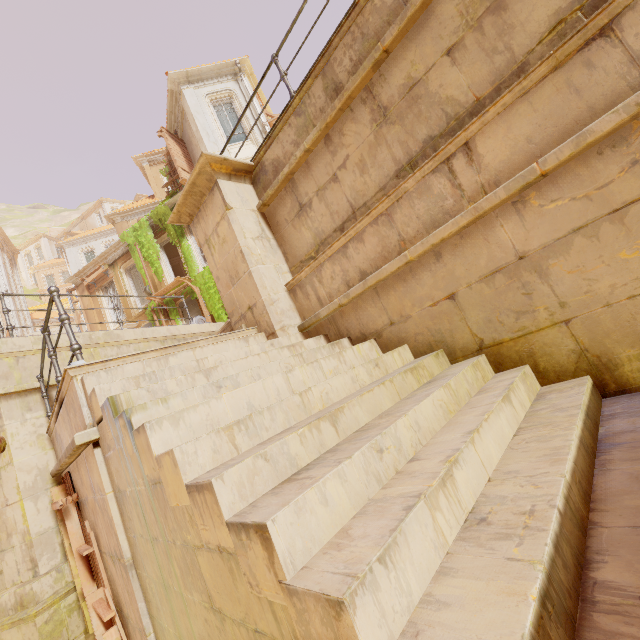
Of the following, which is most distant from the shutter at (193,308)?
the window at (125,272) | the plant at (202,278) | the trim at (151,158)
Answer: the trim at (151,158)

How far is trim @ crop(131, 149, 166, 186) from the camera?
23.2 meters

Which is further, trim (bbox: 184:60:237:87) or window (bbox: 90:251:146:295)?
window (bbox: 90:251:146:295)

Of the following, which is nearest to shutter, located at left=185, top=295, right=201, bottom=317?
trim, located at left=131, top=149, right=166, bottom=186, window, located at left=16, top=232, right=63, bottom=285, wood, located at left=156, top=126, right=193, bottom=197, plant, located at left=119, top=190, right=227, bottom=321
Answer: plant, located at left=119, top=190, right=227, bottom=321

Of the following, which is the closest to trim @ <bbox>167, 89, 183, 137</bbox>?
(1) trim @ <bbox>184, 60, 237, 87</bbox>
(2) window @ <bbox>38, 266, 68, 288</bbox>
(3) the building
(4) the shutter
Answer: (1) trim @ <bbox>184, 60, 237, 87</bbox>

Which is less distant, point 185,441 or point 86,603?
point 185,441

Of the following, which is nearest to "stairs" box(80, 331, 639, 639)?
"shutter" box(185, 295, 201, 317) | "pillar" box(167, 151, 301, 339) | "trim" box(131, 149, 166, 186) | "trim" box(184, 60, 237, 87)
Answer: "pillar" box(167, 151, 301, 339)

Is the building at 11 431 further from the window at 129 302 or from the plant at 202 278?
the window at 129 302
